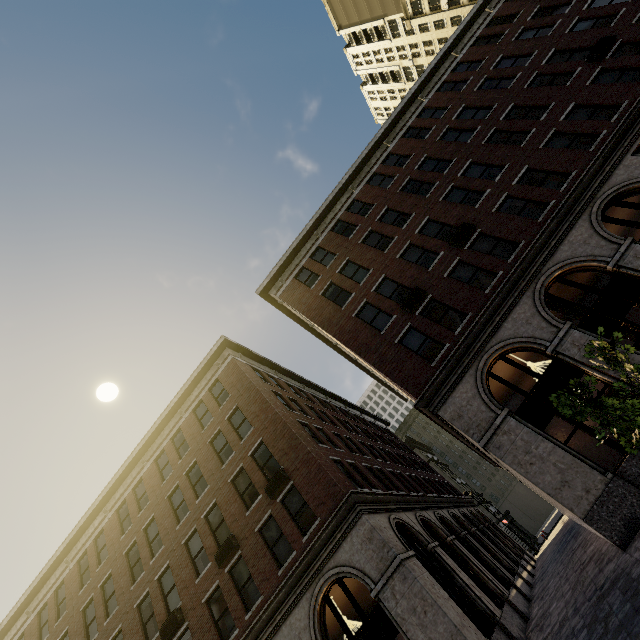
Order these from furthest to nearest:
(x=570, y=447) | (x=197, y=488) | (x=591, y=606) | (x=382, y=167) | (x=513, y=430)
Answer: (x=382, y=167) < (x=197, y=488) < (x=513, y=430) < (x=570, y=447) < (x=591, y=606)

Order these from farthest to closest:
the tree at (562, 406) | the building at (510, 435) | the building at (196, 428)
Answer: the building at (196, 428) < the building at (510, 435) < the tree at (562, 406)

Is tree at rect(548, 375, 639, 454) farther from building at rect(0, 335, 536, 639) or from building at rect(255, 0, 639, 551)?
building at rect(0, 335, 536, 639)

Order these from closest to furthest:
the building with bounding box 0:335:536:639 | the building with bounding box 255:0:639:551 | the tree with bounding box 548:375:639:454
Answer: the tree with bounding box 548:375:639:454 < the building with bounding box 255:0:639:551 < the building with bounding box 0:335:536:639

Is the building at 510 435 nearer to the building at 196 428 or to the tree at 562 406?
the tree at 562 406

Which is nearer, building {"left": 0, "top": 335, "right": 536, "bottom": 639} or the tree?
the tree
